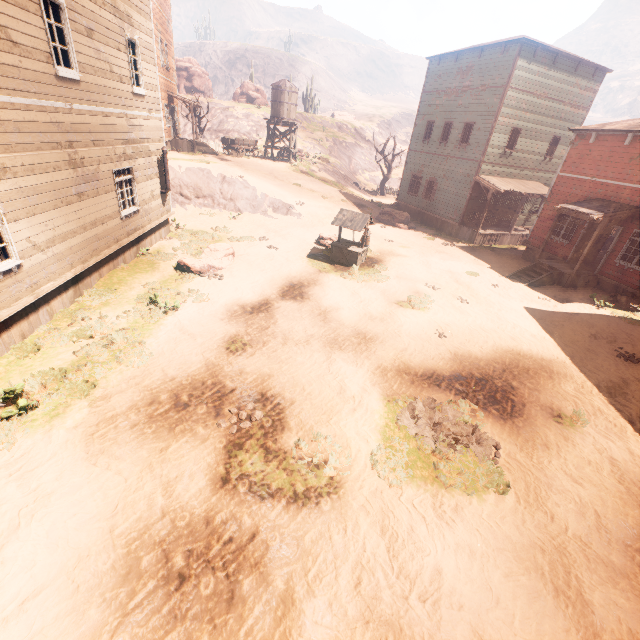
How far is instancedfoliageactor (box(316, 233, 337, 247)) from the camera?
17.2 meters

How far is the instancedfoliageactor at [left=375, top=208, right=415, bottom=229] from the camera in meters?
23.8

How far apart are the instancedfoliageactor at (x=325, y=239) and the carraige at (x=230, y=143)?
18.1m

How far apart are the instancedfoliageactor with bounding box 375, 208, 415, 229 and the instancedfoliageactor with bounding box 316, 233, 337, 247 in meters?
7.4

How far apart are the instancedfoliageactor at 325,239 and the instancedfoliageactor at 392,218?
7.4m

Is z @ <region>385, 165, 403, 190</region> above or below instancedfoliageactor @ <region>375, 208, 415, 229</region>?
above

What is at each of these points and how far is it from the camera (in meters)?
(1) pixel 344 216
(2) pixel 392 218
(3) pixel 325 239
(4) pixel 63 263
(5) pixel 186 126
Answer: (1) well, 14.62
(2) instancedfoliageactor, 24.27
(3) instancedfoliageactor, 17.28
(4) building, 8.72
(5) z, 42.78

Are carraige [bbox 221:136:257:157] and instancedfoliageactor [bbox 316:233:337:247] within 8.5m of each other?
no
